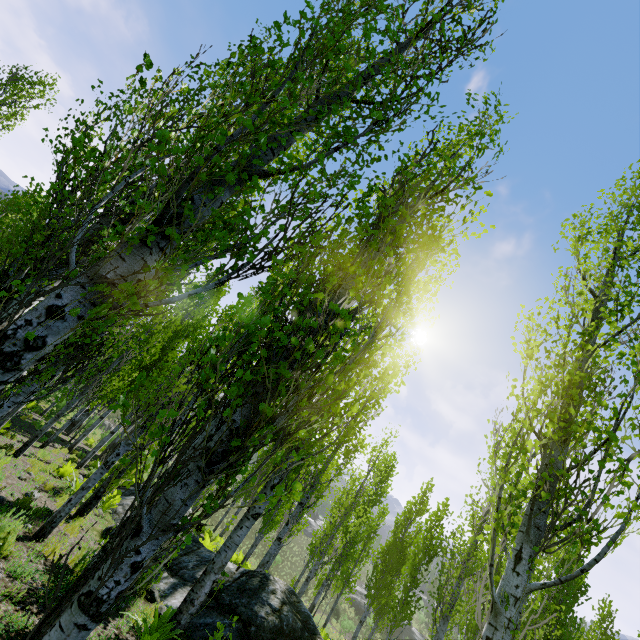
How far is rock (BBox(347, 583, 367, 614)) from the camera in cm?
4188

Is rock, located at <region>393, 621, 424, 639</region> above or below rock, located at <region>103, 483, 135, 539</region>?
below

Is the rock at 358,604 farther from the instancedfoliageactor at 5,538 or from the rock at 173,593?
the rock at 173,593

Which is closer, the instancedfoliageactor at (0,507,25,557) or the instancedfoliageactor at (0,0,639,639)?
the instancedfoliageactor at (0,0,639,639)

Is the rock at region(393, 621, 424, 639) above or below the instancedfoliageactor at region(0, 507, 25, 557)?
below

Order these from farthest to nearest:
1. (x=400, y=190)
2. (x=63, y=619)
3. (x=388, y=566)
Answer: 1. (x=388, y=566)
2. (x=400, y=190)
3. (x=63, y=619)

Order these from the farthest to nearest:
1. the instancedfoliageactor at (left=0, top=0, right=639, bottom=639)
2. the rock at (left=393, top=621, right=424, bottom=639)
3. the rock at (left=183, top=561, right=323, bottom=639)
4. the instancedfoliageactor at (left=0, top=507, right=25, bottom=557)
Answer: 1. the rock at (left=393, top=621, right=424, bottom=639)
2. the rock at (left=183, top=561, right=323, bottom=639)
3. the instancedfoliageactor at (left=0, top=507, right=25, bottom=557)
4. the instancedfoliageactor at (left=0, top=0, right=639, bottom=639)

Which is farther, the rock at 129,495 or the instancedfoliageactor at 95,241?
the rock at 129,495
